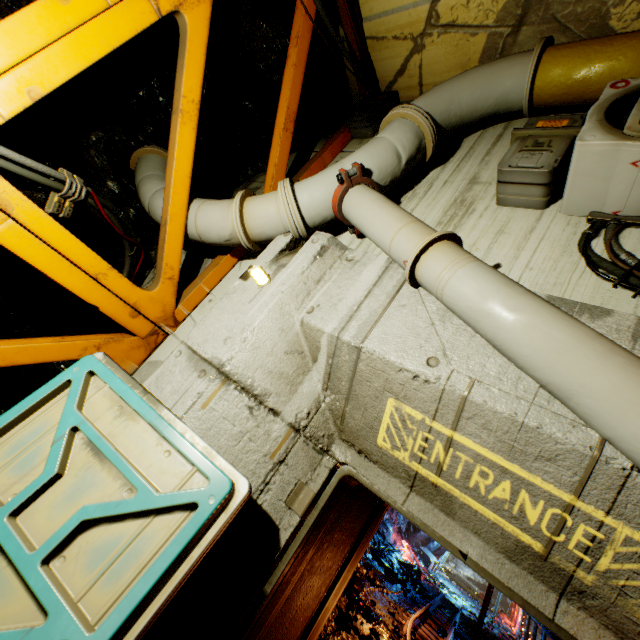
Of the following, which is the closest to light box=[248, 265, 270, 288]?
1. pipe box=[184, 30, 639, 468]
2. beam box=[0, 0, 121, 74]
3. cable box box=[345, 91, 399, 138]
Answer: pipe box=[184, 30, 639, 468]

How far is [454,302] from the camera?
2.0m

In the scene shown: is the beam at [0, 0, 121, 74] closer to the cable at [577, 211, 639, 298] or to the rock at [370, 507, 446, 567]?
the rock at [370, 507, 446, 567]

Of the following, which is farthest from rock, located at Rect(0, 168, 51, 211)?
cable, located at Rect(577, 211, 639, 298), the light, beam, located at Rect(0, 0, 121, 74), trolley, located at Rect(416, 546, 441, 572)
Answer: trolley, located at Rect(416, 546, 441, 572)

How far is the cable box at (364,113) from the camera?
4.6m

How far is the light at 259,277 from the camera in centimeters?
282cm

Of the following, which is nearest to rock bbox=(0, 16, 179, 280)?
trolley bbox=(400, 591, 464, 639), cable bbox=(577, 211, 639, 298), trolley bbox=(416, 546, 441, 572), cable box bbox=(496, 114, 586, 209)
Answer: cable box bbox=(496, 114, 586, 209)

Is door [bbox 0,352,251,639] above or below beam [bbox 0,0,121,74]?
below
